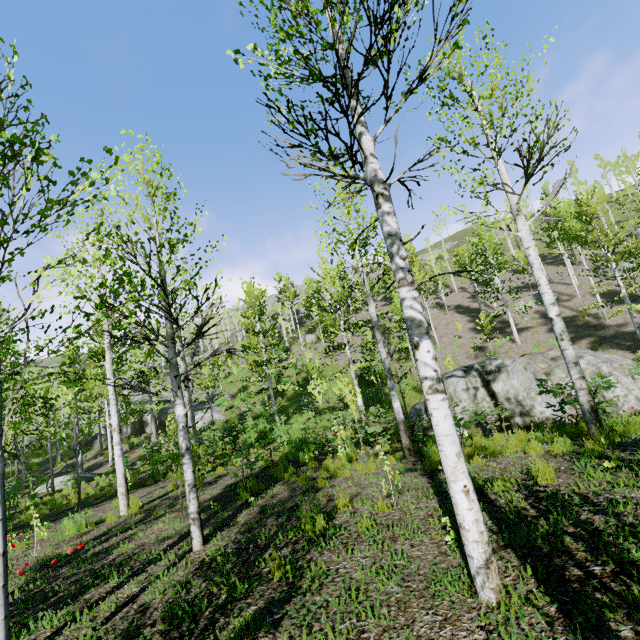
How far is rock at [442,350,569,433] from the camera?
11.70m

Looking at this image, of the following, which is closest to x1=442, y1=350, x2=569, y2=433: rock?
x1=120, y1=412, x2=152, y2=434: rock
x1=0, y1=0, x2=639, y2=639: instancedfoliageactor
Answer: x1=0, y1=0, x2=639, y2=639: instancedfoliageactor

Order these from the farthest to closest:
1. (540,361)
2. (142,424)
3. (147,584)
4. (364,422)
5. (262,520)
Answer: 1. (142,424)
2. (364,422)
3. (540,361)
4. (262,520)
5. (147,584)

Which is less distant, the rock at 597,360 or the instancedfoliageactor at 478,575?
the instancedfoliageactor at 478,575

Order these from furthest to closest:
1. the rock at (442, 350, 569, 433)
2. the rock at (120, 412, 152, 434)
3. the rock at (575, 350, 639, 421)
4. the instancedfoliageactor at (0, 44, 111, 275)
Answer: the rock at (120, 412, 152, 434)
the rock at (442, 350, 569, 433)
the rock at (575, 350, 639, 421)
the instancedfoliageactor at (0, 44, 111, 275)

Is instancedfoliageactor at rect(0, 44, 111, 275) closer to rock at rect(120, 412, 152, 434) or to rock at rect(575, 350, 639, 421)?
rock at rect(575, 350, 639, 421)

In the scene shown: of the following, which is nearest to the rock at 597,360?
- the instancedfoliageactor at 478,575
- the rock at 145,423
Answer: the instancedfoliageactor at 478,575
